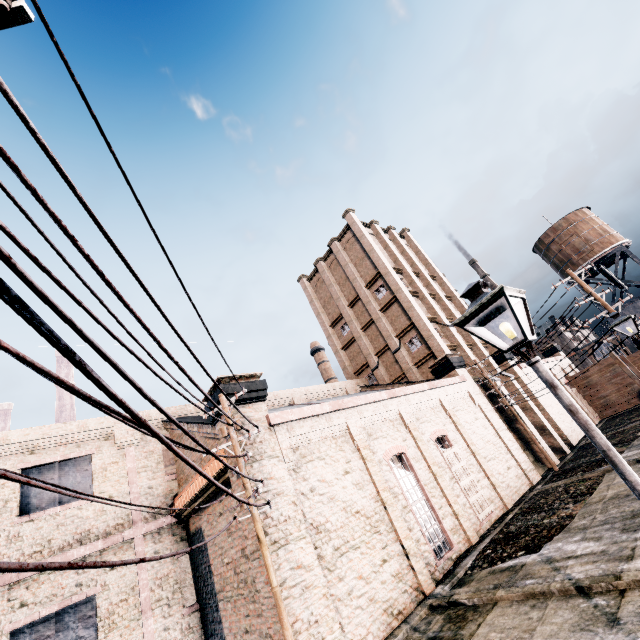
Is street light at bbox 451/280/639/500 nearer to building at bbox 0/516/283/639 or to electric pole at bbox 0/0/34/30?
electric pole at bbox 0/0/34/30

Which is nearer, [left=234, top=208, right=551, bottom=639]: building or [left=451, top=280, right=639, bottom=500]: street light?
[left=451, top=280, right=639, bottom=500]: street light

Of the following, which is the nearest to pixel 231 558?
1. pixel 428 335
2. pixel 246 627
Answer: pixel 246 627

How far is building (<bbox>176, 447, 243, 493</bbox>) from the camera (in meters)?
12.45

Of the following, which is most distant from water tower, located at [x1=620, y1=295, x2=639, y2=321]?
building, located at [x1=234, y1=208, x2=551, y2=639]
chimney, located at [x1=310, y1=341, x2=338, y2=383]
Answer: chimney, located at [x1=310, y1=341, x2=338, y2=383]

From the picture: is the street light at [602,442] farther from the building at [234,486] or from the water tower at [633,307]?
the water tower at [633,307]

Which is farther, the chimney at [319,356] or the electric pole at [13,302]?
the chimney at [319,356]

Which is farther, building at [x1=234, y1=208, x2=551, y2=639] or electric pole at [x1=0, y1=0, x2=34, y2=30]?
building at [x1=234, y1=208, x2=551, y2=639]
